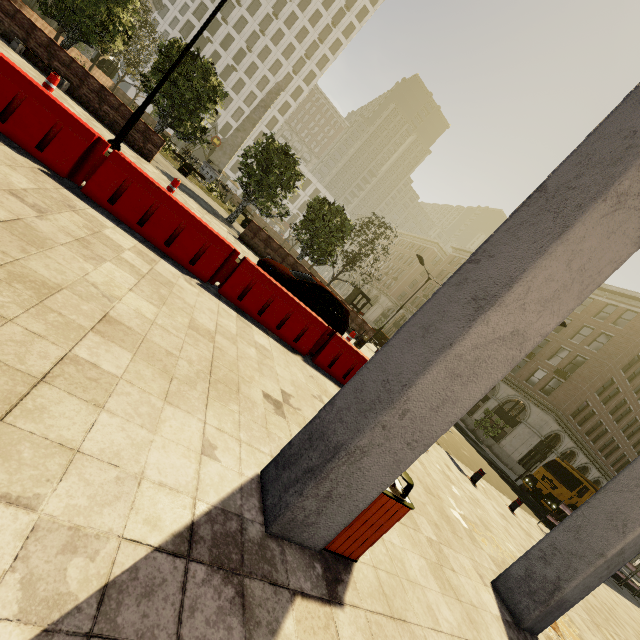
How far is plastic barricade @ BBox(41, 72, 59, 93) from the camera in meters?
9.4

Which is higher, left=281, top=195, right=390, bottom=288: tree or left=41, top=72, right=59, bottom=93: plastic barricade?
left=281, top=195, right=390, bottom=288: tree

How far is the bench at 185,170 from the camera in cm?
2238

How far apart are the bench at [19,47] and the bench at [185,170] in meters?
9.2

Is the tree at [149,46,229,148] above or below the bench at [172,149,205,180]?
above

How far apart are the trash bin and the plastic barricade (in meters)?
13.24

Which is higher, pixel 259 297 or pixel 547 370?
pixel 547 370

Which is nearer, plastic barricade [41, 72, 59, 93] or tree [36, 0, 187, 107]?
plastic barricade [41, 72, 59, 93]
